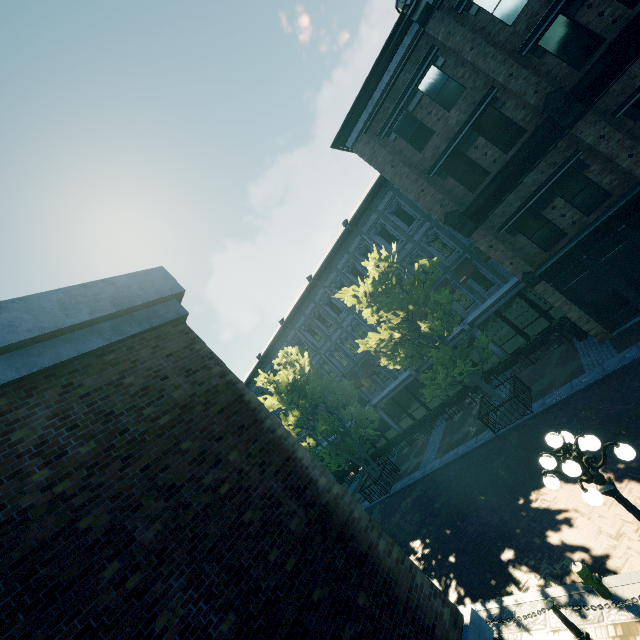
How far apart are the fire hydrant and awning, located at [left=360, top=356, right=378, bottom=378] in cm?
1677

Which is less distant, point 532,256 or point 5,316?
point 5,316

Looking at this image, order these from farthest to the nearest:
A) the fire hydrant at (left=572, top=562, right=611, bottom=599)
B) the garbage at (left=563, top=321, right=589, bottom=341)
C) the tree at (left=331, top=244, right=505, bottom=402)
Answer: the garbage at (left=563, top=321, right=589, bottom=341)
the tree at (left=331, top=244, right=505, bottom=402)
the fire hydrant at (left=572, top=562, right=611, bottom=599)

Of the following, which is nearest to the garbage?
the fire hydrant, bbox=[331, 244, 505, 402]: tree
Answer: bbox=[331, 244, 505, 402]: tree

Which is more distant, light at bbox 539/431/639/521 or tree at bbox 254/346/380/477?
tree at bbox 254/346/380/477

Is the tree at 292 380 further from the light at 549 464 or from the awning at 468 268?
the light at 549 464

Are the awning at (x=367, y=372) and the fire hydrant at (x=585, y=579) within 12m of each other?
no

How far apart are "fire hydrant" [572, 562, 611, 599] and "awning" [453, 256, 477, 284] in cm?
1392
